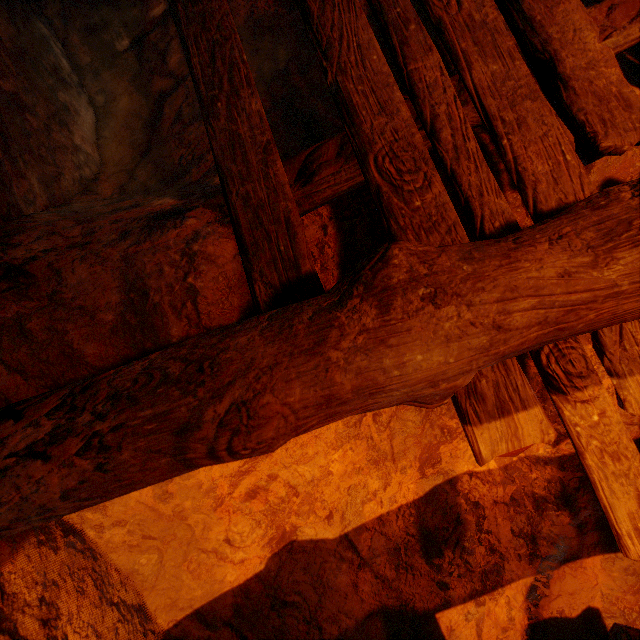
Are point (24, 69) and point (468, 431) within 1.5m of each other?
no
